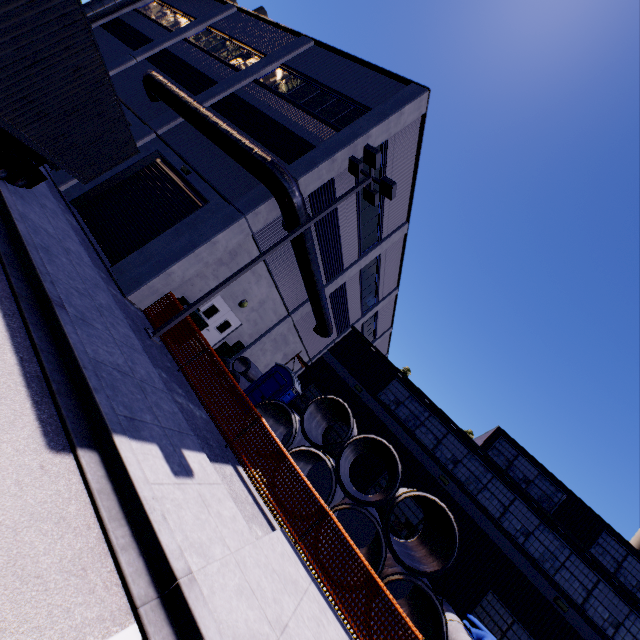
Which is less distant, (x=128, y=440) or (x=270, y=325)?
(x=128, y=440)

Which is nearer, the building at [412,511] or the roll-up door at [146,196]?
the roll-up door at [146,196]

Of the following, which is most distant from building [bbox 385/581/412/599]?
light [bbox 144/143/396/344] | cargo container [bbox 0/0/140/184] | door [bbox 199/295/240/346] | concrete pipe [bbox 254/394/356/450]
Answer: concrete pipe [bbox 254/394/356/450]

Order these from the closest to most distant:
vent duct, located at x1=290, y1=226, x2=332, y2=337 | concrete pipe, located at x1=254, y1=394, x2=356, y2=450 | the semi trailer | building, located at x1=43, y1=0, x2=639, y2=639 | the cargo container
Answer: the cargo container
the semi trailer
concrete pipe, located at x1=254, y1=394, x2=356, y2=450
building, located at x1=43, y1=0, x2=639, y2=639
vent duct, located at x1=290, y1=226, x2=332, y2=337

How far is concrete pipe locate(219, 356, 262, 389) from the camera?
15.5m

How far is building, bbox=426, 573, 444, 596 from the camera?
13.7 meters

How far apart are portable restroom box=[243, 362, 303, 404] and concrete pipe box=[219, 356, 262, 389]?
0.38m

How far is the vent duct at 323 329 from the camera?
13.3m
